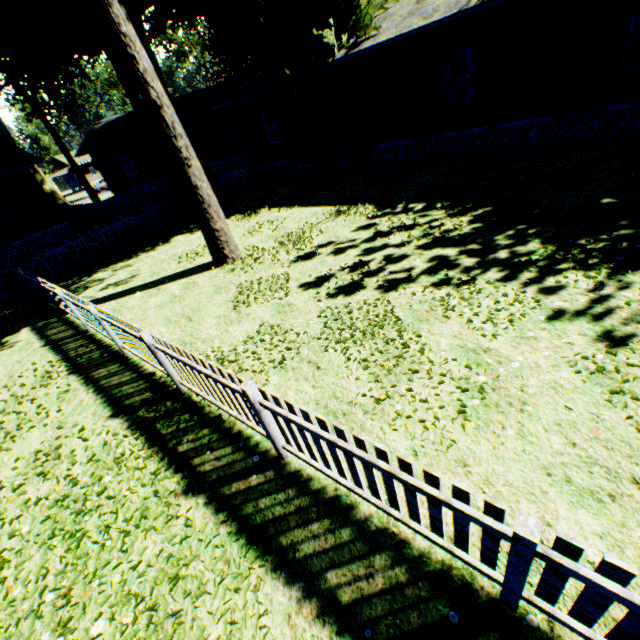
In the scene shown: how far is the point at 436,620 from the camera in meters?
2.5

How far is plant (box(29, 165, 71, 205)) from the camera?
31.0 meters

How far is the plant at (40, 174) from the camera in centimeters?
3095cm

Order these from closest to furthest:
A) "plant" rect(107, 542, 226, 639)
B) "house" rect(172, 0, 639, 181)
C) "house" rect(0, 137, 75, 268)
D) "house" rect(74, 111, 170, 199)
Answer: "plant" rect(107, 542, 226, 639) → "house" rect(172, 0, 639, 181) → "house" rect(0, 137, 75, 268) → "house" rect(74, 111, 170, 199)

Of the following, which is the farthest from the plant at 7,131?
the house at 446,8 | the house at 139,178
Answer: the house at 139,178

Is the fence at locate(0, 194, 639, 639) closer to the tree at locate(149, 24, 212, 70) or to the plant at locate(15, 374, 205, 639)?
the plant at locate(15, 374, 205, 639)

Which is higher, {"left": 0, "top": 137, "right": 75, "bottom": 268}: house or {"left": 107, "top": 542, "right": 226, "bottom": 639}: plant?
{"left": 0, "top": 137, "right": 75, "bottom": 268}: house
